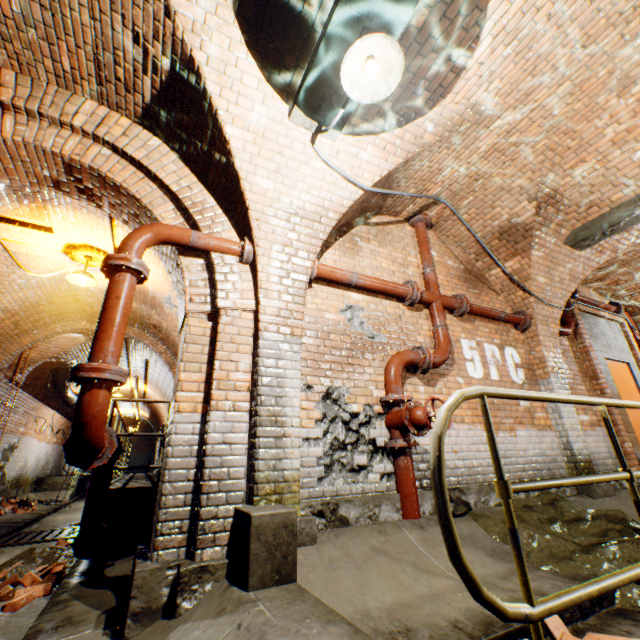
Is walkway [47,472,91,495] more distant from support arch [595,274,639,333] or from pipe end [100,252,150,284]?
support arch [595,274,639,333]

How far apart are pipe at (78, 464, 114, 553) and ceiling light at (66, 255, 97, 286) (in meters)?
3.04

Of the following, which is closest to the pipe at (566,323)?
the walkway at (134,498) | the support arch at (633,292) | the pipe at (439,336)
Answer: the support arch at (633,292)

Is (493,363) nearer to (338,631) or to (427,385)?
(427,385)

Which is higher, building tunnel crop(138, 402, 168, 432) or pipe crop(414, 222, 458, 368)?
building tunnel crop(138, 402, 168, 432)

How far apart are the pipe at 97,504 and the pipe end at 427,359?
3.8m

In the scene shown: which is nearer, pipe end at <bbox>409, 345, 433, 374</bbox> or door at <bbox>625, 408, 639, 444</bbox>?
pipe end at <bbox>409, 345, 433, 374</bbox>

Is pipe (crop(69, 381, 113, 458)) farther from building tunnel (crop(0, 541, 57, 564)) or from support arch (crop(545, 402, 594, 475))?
support arch (crop(545, 402, 594, 475))
